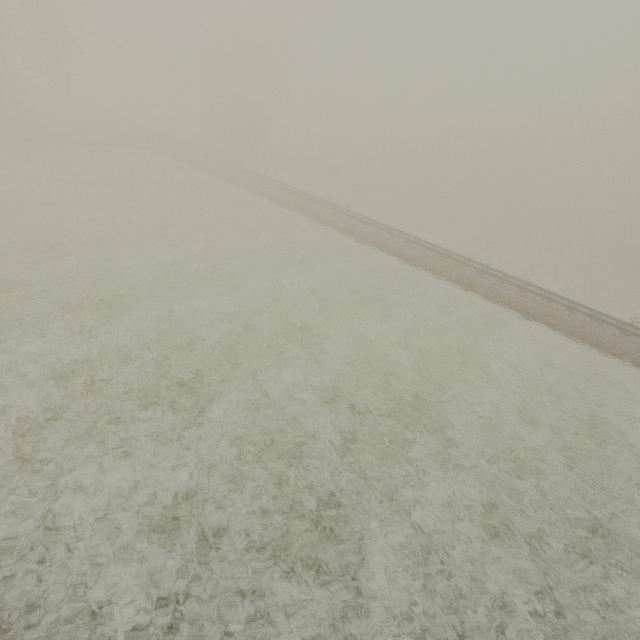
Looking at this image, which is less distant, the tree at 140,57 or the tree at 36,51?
the tree at 36,51

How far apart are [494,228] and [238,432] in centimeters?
5093cm

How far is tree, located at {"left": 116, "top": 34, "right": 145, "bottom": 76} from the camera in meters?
58.8

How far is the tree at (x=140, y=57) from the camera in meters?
58.8

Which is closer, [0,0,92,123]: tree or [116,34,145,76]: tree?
[0,0,92,123]: tree
